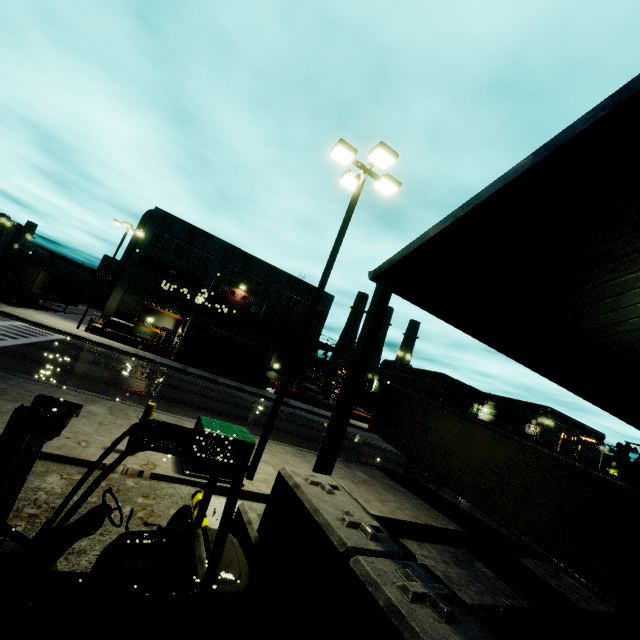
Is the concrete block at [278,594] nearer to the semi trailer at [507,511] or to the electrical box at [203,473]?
the semi trailer at [507,511]

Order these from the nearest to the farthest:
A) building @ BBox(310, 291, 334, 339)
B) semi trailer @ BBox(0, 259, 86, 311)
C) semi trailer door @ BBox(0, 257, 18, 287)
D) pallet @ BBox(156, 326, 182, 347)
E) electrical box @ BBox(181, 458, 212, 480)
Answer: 1. electrical box @ BBox(181, 458, 212, 480)
2. semi trailer door @ BBox(0, 257, 18, 287)
3. semi trailer @ BBox(0, 259, 86, 311)
4. pallet @ BBox(156, 326, 182, 347)
5. building @ BBox(310, 291, 334, 339)

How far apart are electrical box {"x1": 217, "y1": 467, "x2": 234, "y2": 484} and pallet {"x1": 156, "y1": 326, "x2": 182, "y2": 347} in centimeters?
2542cm

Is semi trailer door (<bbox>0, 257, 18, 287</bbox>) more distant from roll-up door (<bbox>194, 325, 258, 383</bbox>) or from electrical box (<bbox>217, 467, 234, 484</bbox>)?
electrical box (<bbox>217, 467, 234, 484</bbox>)

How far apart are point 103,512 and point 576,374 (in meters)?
10.18

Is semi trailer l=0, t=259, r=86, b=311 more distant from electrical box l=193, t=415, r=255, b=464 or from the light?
electrical box l=193, t=415, r=255, b=464

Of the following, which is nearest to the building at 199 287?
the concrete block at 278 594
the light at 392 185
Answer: the concrete block at 278 594
